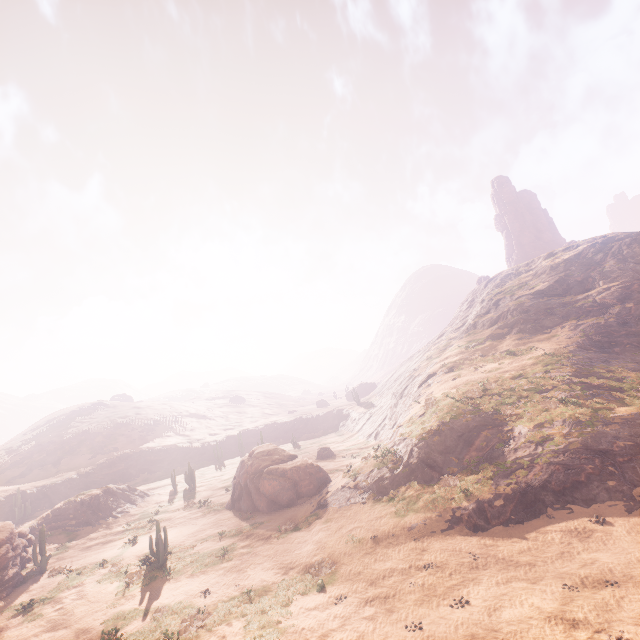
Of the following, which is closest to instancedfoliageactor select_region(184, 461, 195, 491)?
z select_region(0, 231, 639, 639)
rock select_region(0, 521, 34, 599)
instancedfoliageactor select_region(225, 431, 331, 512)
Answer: z select_region(0, 231, 639, 639)

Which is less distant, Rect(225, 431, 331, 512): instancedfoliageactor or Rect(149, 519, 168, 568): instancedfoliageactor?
Rect(149, 519, 168, 568): instancedfoliageactor

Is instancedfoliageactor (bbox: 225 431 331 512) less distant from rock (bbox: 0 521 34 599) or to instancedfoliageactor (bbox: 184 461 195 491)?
rock (bbox: 0 521 34 599)

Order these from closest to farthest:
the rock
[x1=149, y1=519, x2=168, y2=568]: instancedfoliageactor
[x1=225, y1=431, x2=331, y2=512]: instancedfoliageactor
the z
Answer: the z < [x1=149, y1=519, x2=168, y2=568]: instancedfoliageactor < the rock < [x1=225, y1=431, x2=331, y2=512]: instancedfoliageactor

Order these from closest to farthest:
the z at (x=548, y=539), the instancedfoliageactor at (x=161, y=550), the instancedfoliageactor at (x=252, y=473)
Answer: the z at (x=548, y=539) → the instancedfoliageactor at (x=161, y=550) → the instancedfoliageactor at (x=252, y=473)

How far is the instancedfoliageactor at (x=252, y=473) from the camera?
28.4 meters

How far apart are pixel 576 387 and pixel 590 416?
4.9 meters

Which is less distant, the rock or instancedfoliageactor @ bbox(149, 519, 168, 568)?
instancedfoliageactor @ bbox(149, 519, 168, 568)
